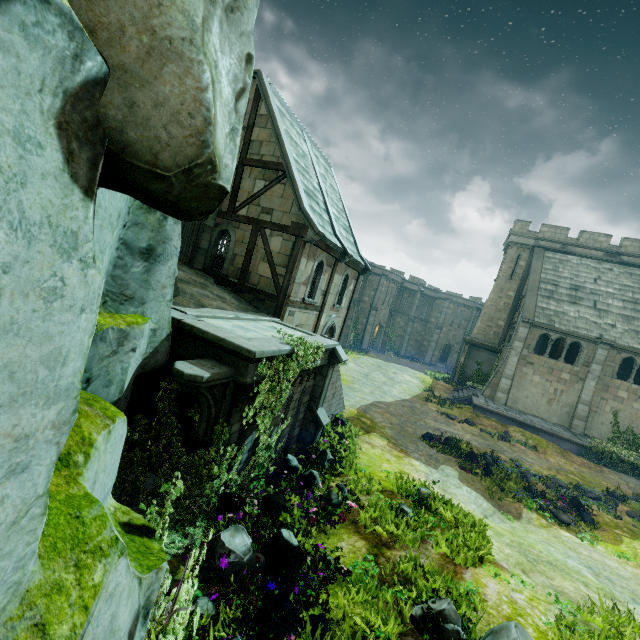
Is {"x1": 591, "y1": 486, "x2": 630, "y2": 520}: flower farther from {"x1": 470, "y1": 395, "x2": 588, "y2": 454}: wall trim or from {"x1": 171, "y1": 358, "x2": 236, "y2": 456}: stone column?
{"x1": 171, "y1": 358, "x2": 236, "y2": 456}: stone column

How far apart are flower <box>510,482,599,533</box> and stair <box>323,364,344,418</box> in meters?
8.7

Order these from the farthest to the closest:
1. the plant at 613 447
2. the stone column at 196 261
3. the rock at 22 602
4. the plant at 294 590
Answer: the plant at 613 447 < the stone column at 196 261 < the plant at 294 590 < the rock at 22 602

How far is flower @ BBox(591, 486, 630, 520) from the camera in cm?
1319

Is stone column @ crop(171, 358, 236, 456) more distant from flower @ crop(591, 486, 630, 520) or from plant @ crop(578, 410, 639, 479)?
plant @ crop(578, 410, 639, 479)

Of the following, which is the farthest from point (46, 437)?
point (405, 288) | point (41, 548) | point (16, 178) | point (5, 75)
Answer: point (405, 288)

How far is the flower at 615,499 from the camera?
13.2 meters

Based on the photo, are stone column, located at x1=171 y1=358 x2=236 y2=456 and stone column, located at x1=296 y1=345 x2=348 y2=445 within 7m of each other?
yes
